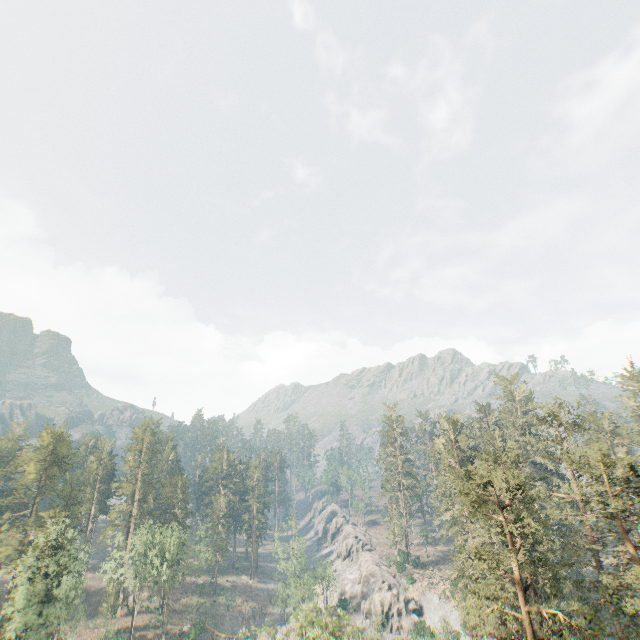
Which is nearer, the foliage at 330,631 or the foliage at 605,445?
the foliage at 605,445

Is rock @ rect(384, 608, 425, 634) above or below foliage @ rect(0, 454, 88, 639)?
below

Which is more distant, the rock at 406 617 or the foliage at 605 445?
the rock at 406 617

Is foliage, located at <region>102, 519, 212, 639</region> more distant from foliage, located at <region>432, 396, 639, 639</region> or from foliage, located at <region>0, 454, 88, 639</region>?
foliage, located at <region>0, 454, 88, 639</region>

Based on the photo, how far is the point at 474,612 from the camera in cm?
4575

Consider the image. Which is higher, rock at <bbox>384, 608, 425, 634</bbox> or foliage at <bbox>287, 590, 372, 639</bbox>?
foliage at <bbox>287, 590, 372, 639</bbox>

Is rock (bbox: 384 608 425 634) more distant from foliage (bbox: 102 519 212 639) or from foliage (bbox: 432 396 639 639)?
foliage (bbox: 432 396 639 639)

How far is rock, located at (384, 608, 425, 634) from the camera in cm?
5566
